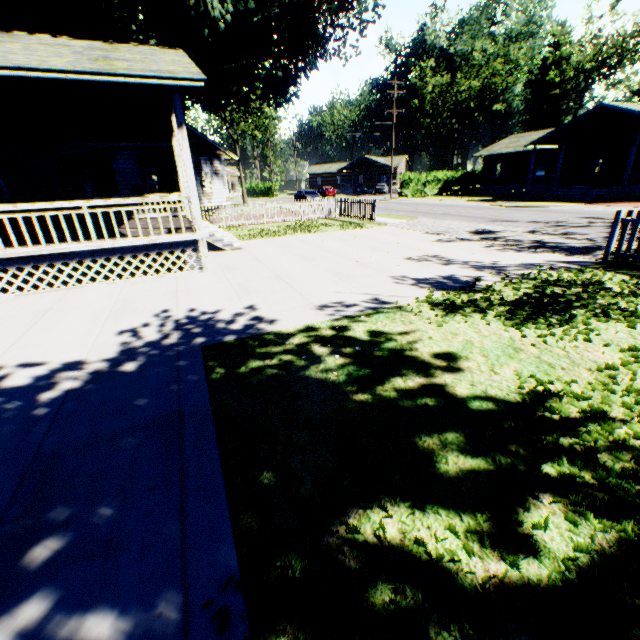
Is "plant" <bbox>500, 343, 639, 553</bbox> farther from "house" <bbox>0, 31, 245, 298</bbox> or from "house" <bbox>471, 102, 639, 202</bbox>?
"house" <bbox>471, 102, 639, 202</bbox>

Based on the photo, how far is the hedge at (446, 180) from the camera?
39.4m

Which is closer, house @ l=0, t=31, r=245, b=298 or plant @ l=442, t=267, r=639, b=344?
plant @ l=442, t=267, r=639, b=344

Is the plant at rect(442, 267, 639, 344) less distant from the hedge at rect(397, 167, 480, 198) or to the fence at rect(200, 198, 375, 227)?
the fence at rect(200, 198, 375, 227)

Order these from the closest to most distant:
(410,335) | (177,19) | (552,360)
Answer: (552,360) → (410,335) → (177,19)

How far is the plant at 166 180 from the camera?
17.83m

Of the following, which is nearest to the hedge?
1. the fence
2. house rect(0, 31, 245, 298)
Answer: the fence

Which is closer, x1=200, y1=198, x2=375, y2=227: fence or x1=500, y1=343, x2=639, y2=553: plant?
x1=500, y1=343, x2=639, y2=553: plant
